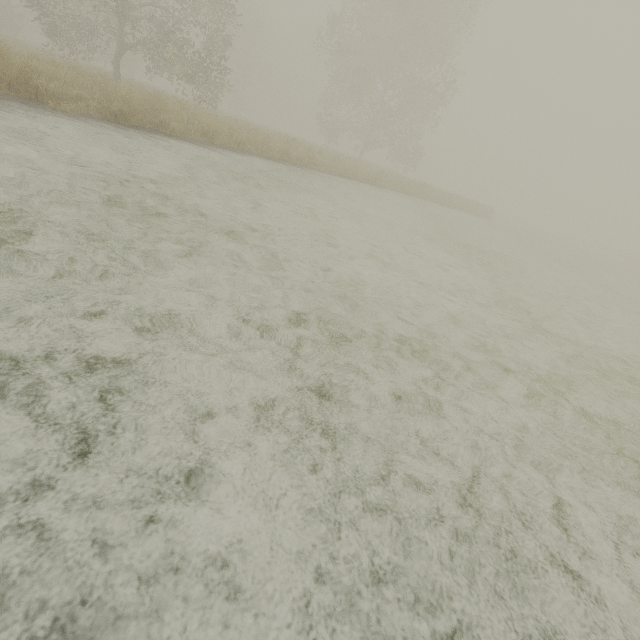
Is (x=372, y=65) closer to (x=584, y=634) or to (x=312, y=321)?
(x=312, y=321)
